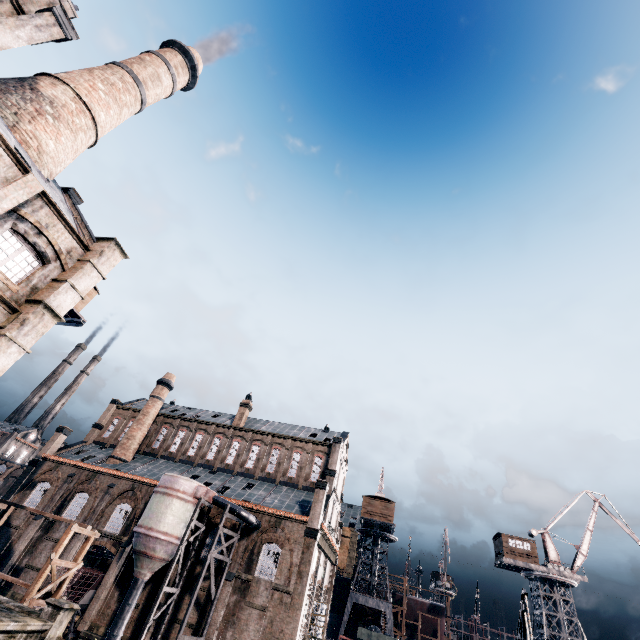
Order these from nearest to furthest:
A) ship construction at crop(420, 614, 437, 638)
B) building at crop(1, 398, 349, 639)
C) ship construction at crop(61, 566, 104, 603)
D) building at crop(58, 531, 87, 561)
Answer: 1. building at crop(1, 398, 349, 639)
2. ship construction at crop(61, 566, 104, 603)
3. building at crop(58, 531, 87, 561)
4. ship construction at crop(420, 614, 437, 638)

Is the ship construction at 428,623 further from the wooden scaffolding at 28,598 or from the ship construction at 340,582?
the wooden scaffolding at 28,598

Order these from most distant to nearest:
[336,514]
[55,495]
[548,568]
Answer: [336,514] → [548,568] → [55,495]

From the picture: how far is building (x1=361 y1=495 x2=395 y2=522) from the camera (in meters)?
49.16

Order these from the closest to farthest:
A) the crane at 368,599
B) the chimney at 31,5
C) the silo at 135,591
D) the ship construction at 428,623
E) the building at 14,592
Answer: the chimney at 31,5 < the silo at 135,591 < the building at 14,592 < the crane at 368,599 < the ship construction at 428,623

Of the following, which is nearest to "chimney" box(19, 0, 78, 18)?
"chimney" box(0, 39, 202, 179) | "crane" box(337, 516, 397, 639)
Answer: "chimney" box(0, 39, 202, 179)

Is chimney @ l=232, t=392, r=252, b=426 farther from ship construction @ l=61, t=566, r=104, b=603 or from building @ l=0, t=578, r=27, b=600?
ship construction @ l=61, t=566, r=104, b=603

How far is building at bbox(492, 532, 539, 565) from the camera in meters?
44.7
